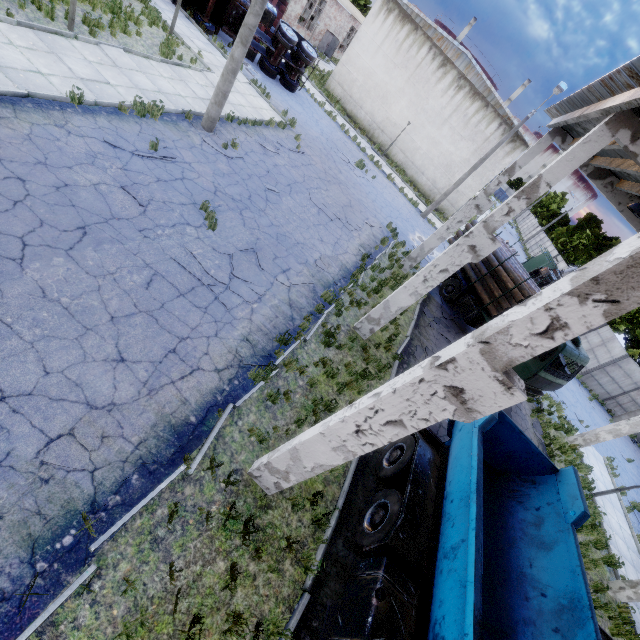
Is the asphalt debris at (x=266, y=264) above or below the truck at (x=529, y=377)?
below

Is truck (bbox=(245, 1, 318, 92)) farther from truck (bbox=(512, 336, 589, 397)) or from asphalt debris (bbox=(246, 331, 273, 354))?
asphalt debris (bbox=(246, 331, 273, 354))

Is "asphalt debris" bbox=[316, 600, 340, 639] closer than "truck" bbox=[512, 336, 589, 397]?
Yes

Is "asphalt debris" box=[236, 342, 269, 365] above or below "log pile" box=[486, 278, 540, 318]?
below

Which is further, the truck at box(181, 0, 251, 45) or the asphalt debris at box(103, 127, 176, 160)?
the truck at box(181, 0, 251, 45)

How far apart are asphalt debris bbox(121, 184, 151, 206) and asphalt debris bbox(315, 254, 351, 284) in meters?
5.5

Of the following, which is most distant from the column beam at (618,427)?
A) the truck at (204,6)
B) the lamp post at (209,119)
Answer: the truck at (204,6)

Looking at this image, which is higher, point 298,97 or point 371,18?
point 371,18
